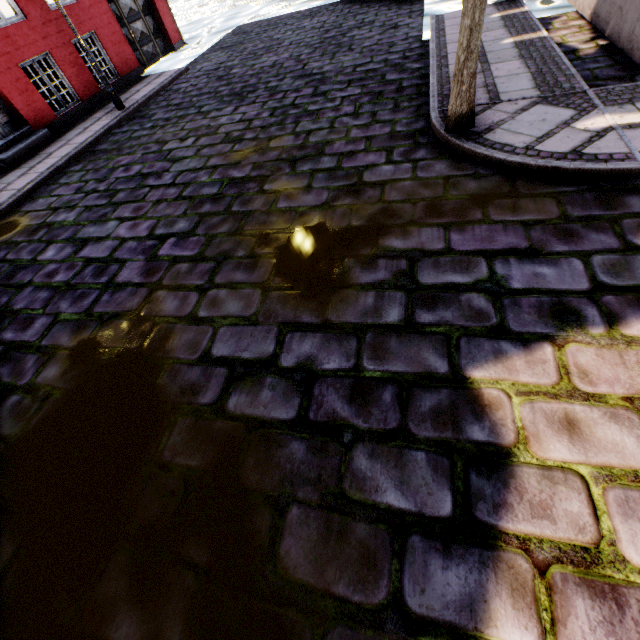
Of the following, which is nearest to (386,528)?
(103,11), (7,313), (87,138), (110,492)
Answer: (110,492)

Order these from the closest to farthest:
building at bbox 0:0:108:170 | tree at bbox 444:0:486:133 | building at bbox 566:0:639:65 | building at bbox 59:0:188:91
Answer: tree at bbox 444:0:486:133 < building at bbox 566:0:639:65 < building at bbox 0:0:108:170 < building at bbox 59:0:188:91

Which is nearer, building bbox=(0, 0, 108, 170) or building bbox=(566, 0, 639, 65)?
building bbox=(566, 0, 639, 65)

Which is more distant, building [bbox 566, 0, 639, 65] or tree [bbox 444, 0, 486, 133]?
building [bbox 566, 0, 639, 65]

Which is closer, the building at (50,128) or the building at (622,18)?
the building at (622,18)
